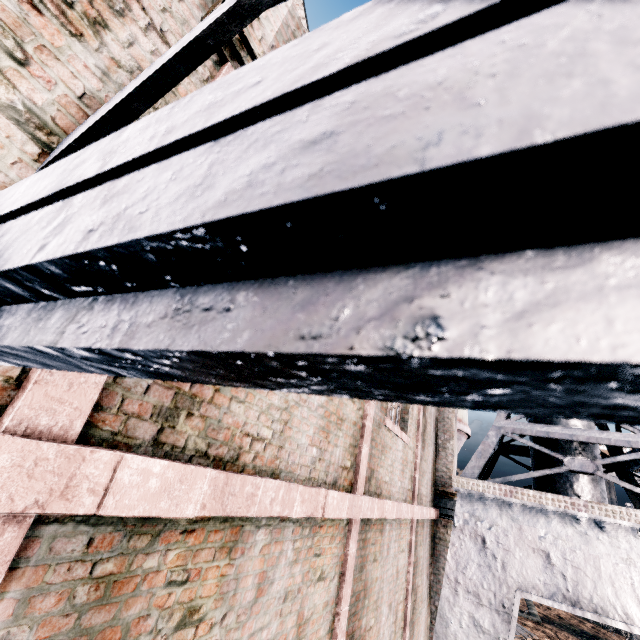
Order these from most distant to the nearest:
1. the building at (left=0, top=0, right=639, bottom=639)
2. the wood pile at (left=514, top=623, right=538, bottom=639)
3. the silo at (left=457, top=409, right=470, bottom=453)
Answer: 1. the wood pile at (left=514, top=623, right=538, bottom=639)
2. the silo at (left=457, top=409, right=470, bottom=453)
3. the building at (left=0, top=0, right=639, bottom=639)

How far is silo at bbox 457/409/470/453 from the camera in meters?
14.4

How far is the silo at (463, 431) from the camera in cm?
→ 1440

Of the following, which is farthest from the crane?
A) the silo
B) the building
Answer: the silo

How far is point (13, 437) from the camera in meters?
1.3

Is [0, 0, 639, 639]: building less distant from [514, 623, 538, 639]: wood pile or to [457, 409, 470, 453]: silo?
[457, 409, 470, 453]: silo

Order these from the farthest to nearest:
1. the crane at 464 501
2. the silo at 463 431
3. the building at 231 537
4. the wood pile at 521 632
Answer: the wood pile at 521 632 → the silo at 463 431 → the crane at 464 501 → the building at 231 537
